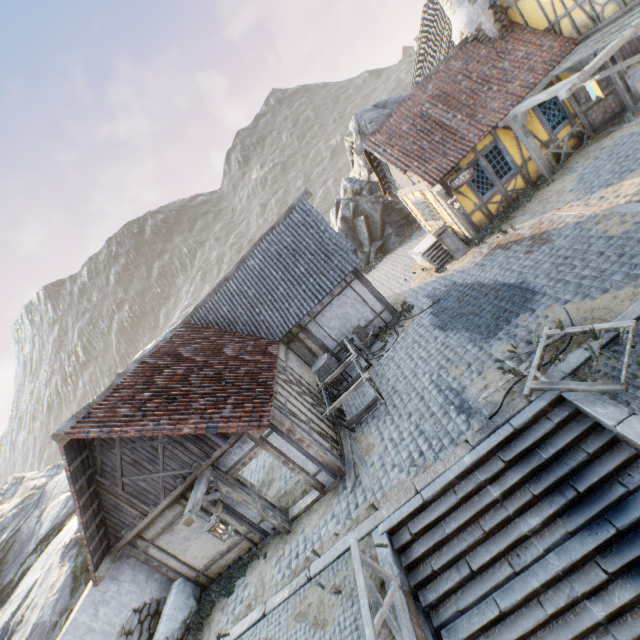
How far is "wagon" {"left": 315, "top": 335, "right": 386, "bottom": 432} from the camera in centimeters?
950cm

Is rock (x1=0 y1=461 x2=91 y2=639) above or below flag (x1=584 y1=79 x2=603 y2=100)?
above

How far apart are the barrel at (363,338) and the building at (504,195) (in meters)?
5.19

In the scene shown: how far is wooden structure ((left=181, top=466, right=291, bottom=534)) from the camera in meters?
6.8 m

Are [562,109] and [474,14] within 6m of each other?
yes

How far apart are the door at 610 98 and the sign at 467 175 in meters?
4.1

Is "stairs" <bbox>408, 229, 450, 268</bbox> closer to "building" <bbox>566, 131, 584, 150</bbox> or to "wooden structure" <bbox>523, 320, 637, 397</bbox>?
"building" <bbox>566, 131, 584, 150</bbox>

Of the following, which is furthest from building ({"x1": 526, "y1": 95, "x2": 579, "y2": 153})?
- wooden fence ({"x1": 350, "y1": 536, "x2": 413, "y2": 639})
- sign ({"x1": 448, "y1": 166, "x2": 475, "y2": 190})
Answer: wooden fence ({"x1": 350, "y1": 536, "x2": 413, "y2": 639})
